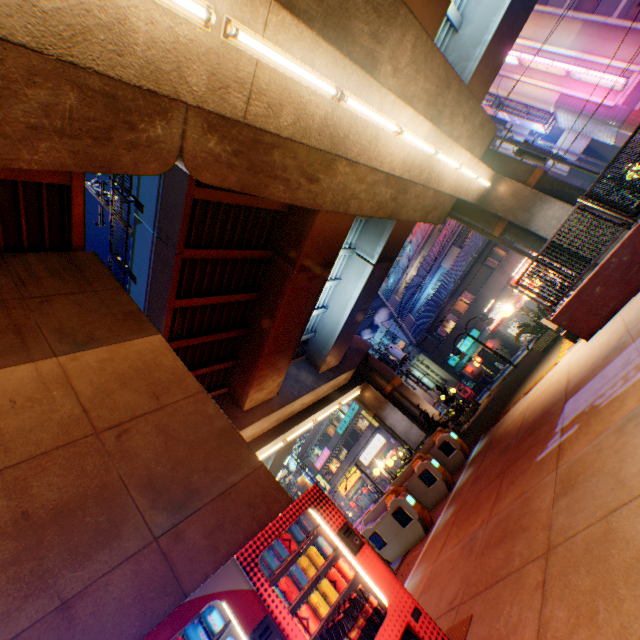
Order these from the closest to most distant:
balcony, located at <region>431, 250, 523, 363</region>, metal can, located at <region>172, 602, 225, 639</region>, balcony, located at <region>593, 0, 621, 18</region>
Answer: metal can, located at <region>172, 602, 225, 639</region>, balcony, located at <region>593, 0, 621, 18</region>, balcony, located at <region>431, 250, 523, 363</region>

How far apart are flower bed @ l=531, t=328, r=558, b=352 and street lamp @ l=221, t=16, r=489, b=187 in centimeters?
998cm

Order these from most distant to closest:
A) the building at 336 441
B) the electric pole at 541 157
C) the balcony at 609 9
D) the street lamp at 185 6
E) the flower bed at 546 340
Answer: the building at 336 441, the balcony at 609 9, the electric pole at 541 157, the flower bed at 546 340, the street lamp at 185 6

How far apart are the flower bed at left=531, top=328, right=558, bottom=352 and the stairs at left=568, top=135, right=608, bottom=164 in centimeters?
2209cm

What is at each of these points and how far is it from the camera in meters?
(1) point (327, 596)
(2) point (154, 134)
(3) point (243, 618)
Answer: (1) metal can, 2.9 m
(2) overpass support, 5.4 m
(3) vending machine, 2.5 m

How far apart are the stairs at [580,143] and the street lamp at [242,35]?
28.7m

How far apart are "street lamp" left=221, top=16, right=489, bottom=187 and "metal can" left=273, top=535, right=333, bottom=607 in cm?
673

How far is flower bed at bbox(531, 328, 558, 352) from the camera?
12.6m
